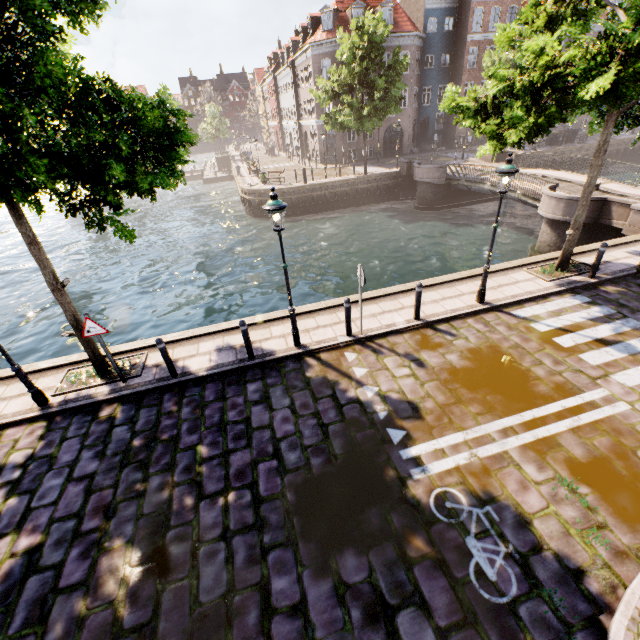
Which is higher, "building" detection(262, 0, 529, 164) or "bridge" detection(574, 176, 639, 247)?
"building" detection(262, 0, 529, 164)

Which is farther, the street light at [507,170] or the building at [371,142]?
the building at [371,142]

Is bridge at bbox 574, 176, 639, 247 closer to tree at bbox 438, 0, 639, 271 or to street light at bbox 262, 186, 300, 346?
tree at bbox 438, 0, 639, 271

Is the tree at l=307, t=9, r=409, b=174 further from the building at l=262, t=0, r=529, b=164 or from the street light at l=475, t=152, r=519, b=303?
the building at l=262, t=0, r=529, b=164

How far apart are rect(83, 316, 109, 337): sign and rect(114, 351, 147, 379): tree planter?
1.40m

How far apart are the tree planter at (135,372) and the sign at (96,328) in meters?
1.4 m

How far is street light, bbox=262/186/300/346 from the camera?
6.4m

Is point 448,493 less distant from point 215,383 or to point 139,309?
point 215,383
